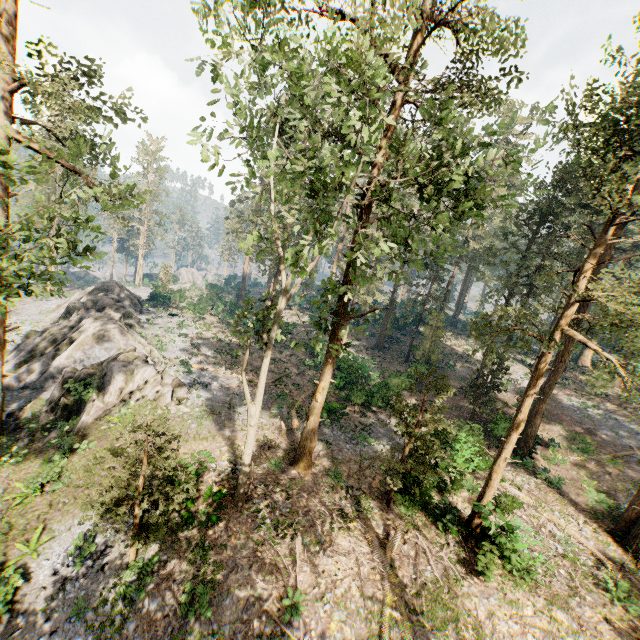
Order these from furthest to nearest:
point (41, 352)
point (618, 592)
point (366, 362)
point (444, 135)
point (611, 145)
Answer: point (366, 362)
point (41, 352)
point (618, 592)
point (611, 145)
point (444, 135)

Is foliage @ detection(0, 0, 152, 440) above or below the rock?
above

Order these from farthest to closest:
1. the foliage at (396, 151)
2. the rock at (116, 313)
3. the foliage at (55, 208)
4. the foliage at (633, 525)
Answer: the rock at (116, 313)
the foliage at (633, 525)
the foliage at (55, 208)
the foliage at (396, 151)

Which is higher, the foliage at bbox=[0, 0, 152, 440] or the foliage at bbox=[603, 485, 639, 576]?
the foliage at bbox=[0, 0, 152, 440]

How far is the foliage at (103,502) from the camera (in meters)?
10.35

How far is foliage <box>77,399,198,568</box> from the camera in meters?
10.4 m

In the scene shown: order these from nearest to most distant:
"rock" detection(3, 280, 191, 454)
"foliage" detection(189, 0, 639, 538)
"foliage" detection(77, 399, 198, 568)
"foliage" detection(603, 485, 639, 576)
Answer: "foliage" detection(189, 0, 639, 538)
"foliage" detection(77, 399, 198, 568)
"foliage" detection(603, 485, 639, 576)
"rock" detection(3, 280, 191, 454)
